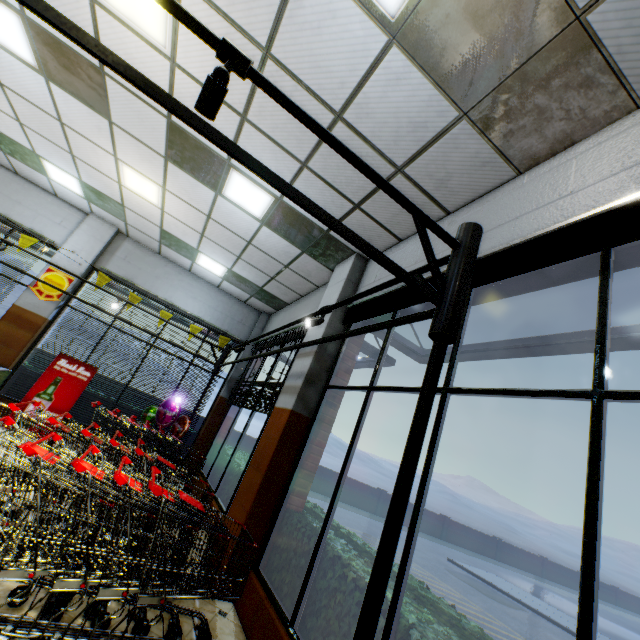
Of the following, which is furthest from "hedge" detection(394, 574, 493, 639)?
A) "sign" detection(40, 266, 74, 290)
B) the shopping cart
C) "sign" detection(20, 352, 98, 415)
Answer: "sign" detection(40, 266, 74, 290)

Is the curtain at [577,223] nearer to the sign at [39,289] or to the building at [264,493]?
the building at [264,493]

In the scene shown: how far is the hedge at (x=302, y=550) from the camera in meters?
3.3

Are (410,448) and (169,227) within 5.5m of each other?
no

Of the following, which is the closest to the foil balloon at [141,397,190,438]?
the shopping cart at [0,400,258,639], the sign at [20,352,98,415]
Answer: the sign at [20,352,98,415]

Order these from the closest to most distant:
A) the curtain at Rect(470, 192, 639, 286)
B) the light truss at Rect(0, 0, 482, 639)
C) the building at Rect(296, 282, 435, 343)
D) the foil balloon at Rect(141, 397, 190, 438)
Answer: the light truss at Rect(0, 0, 482, 639), the curtain at Rect(470, 192, 639, 286), the building at Rect(296, 282, 435, 343), the foil balloon at Rect(141, 397, 190, 438)

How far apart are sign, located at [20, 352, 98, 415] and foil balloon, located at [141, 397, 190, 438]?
1.4m

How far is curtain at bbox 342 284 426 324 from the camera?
3.5m
